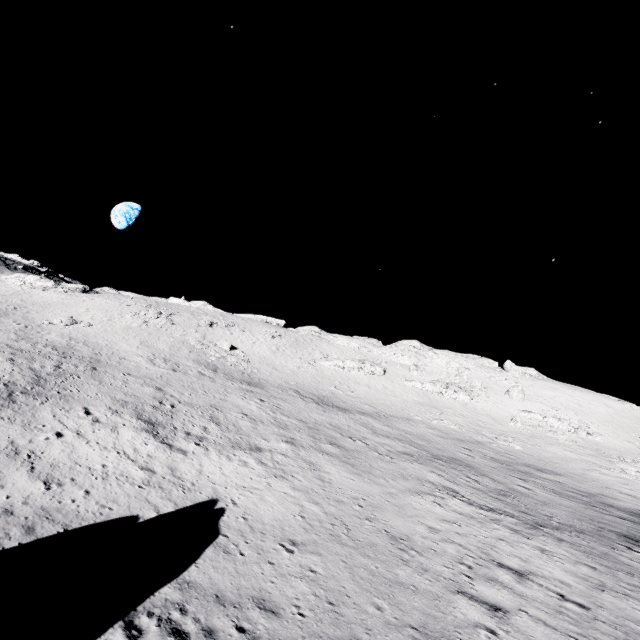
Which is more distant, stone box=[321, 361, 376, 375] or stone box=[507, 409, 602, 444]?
stone box=[321, 361, 376, 375]

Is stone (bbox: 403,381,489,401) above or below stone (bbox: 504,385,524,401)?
below

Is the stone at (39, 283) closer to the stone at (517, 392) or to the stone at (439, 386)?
the stone at (439, 386)

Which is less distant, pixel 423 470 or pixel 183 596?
pixel 183 596

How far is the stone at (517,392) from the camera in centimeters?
5650cm

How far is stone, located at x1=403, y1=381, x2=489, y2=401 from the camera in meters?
55.4

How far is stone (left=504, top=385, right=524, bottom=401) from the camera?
56.50m

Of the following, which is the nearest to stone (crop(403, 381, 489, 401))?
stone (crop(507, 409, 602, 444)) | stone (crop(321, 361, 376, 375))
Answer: stone (crop(321, 361, 376, 375))
